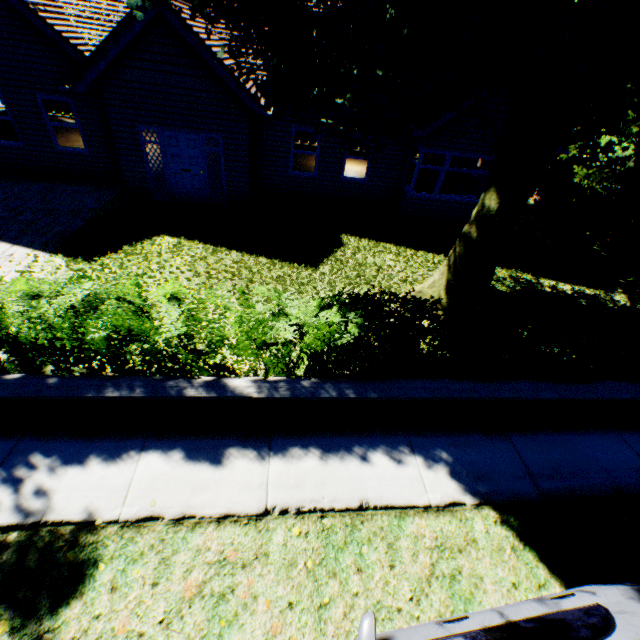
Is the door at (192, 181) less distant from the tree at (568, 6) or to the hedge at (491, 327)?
the tree at (568, 6)

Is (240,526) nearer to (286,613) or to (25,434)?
(286,613)

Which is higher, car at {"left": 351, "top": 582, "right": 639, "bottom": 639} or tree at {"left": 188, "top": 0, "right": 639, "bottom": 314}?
tree at {"left": 188, "top": 0, "right": 639, "bottom": 314}

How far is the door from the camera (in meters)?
10.22

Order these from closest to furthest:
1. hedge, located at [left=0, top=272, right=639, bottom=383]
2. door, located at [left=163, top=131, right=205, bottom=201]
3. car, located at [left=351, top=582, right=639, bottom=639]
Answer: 1. car, located at [left=351, top=582, right=639, bottom=639]
2. hedge, located at [left=0, top=272, right=639, bottom=383]
3. door, located at [left=163, top=131, right=205, bottom=201]

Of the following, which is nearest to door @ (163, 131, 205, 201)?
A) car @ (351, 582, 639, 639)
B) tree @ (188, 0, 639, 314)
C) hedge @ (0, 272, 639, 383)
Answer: tree @ (188, 0, 639, 314)

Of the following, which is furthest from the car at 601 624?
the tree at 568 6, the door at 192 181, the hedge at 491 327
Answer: the door at 192 181

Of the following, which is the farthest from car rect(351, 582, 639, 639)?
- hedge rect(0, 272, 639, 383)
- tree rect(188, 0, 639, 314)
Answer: hedge rect(0, 272, 639, 383)
